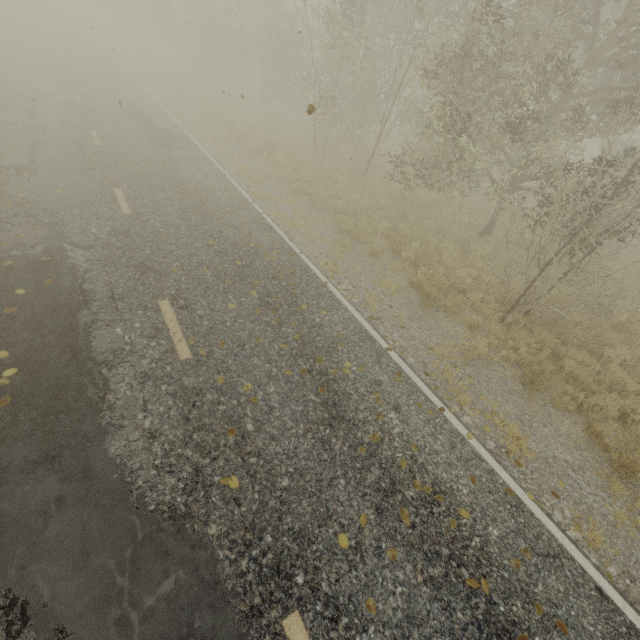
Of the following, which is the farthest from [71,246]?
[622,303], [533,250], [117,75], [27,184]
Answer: → [117,75]
